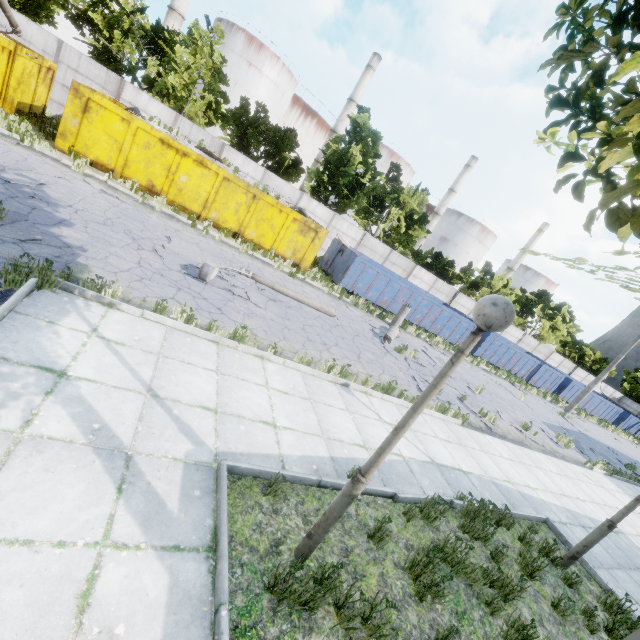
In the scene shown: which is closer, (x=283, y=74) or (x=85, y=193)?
(x=85, y=193)

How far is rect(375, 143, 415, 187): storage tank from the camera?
51.9m

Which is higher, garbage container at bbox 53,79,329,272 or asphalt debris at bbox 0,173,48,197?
garbage container at bbox 53,79,329,272

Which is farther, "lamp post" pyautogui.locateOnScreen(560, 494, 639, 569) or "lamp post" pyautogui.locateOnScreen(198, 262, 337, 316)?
"lamp post" pyautogui.locateOnScreen(198, 262, 337, 316)

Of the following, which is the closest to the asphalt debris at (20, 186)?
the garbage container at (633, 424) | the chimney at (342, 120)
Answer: the garbage container at (633, 424)

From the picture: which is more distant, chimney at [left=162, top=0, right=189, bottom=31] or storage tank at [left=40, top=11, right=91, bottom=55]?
chimney at [left=162, top=0, right=189, bottom=31]

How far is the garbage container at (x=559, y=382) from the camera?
24.7m

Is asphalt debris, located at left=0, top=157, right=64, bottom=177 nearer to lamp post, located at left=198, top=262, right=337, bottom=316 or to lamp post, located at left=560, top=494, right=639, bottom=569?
lamp post, located at left=198, top=262, right=337, bottom=316
